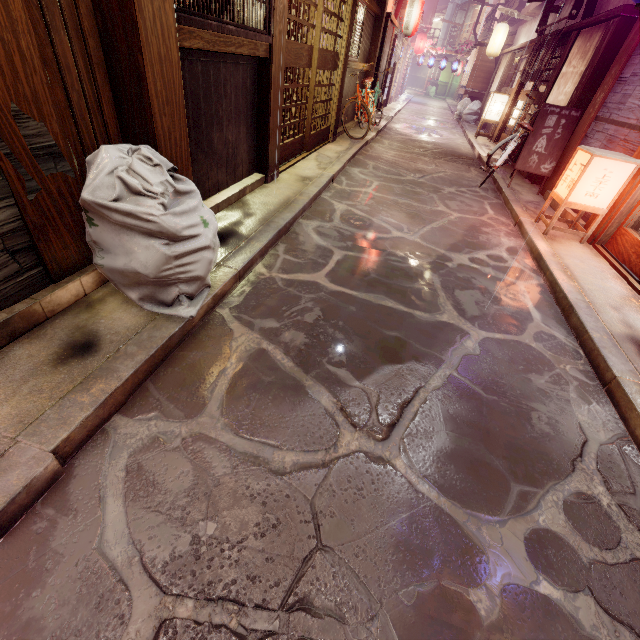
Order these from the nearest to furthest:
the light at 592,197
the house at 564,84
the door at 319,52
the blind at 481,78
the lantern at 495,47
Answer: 1. the light at 592,197
2. the door at 319,52
3. the house at 564,84
4. the lantern at 495,47
5. the blind at 481,78

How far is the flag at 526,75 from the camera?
15.2 meters

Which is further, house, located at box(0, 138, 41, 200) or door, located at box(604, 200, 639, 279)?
door, located at box(604, 200, 639, 279)

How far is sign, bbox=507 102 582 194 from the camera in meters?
11.2 m

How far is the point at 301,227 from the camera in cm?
756

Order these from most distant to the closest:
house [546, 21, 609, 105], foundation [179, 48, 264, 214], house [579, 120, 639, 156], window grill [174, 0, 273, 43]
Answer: house [546, 21, 609, 105] < house [579, 120, 639, 156] < foundation [179, 48, 264, 214] < window grill [174, 0, 273, 43]

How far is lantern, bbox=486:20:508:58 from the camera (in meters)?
24.52

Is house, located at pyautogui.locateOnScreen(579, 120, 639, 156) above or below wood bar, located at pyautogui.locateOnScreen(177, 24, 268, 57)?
below
